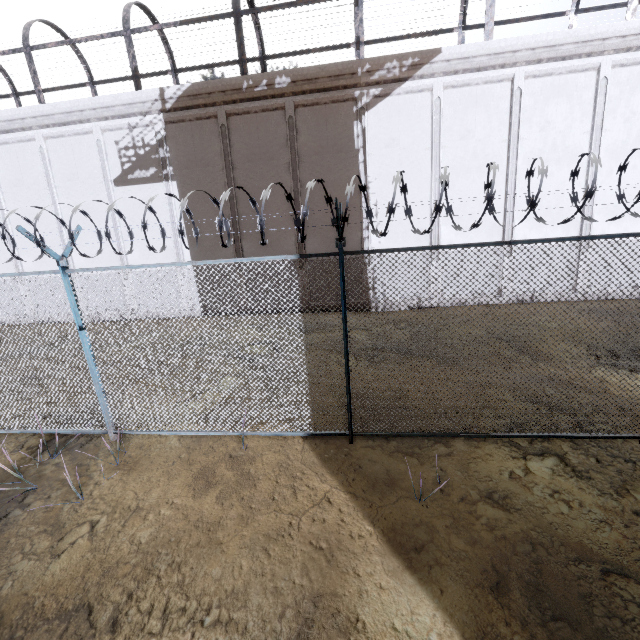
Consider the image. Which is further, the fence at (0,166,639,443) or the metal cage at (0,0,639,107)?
the metal cage at (0,0,639,107)

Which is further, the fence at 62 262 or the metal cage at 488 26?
the metal cage at 488 26

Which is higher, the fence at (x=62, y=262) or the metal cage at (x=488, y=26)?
the metal cage at (x=488, y=26)

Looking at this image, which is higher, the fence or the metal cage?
the metal cage

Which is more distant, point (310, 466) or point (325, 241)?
point (325, 241)
